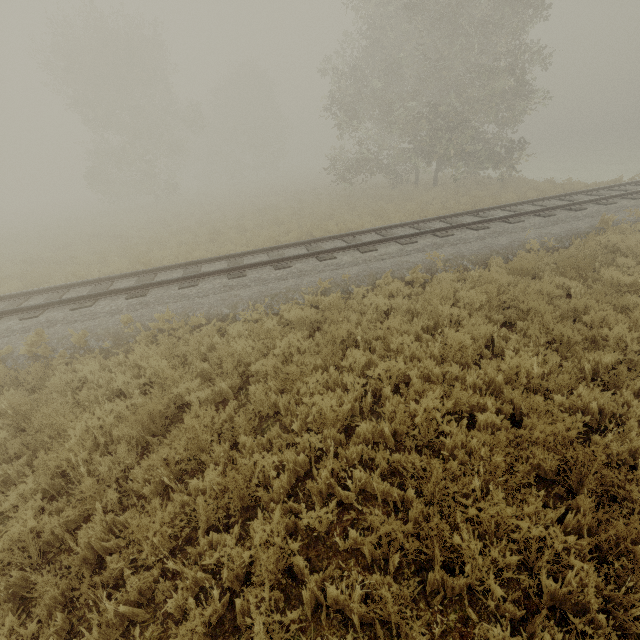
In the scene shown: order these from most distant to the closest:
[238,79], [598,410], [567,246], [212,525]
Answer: [238,79]
[567,246]
[598,410]
[212,525]
